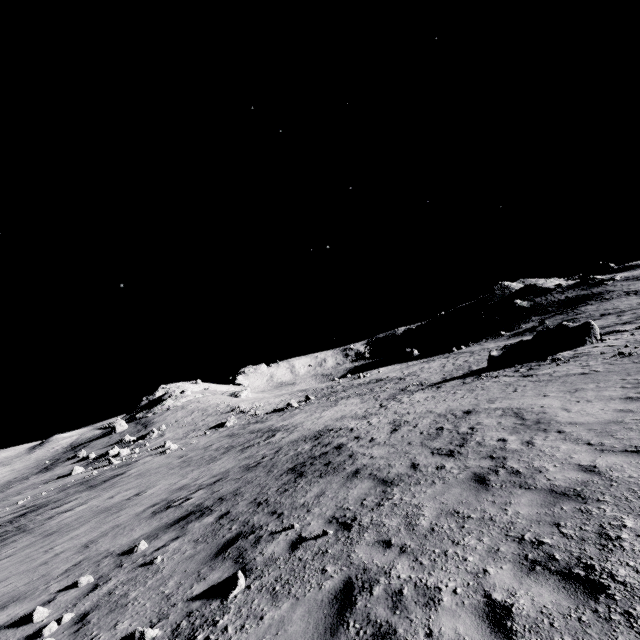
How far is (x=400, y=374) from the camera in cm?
5572
